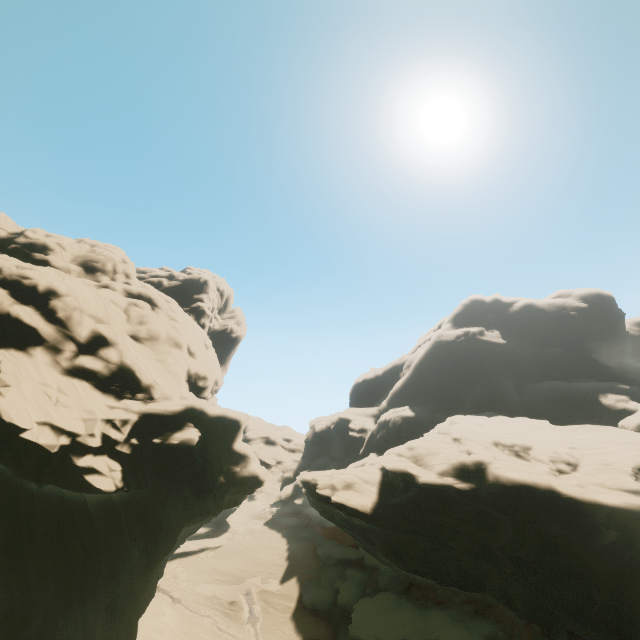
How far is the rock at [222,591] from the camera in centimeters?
3847cm

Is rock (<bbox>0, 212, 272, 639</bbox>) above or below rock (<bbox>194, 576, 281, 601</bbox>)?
above

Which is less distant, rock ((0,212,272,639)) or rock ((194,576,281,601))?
rock ((0,212,272,639))

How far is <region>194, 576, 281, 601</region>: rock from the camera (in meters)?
38.47

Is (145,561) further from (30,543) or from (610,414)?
(610,414)

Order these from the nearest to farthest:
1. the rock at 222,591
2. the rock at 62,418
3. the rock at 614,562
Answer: the rock at 62,418, the rock at 614,562, the rock at 222,591
